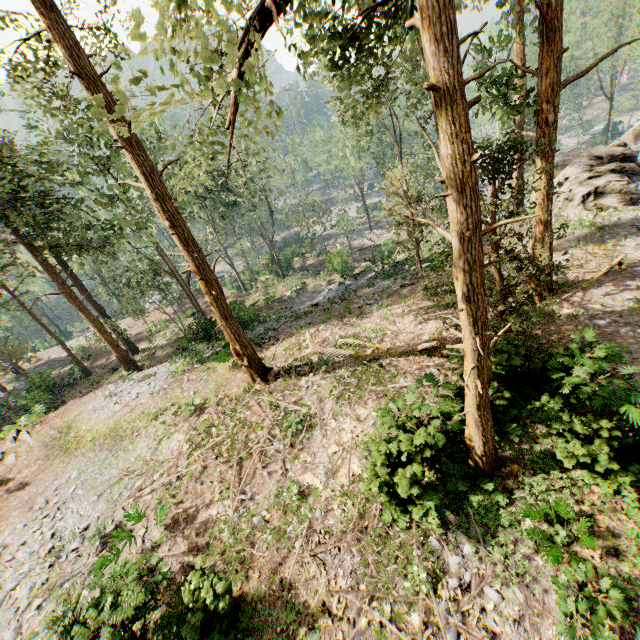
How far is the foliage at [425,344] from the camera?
12.7 meters

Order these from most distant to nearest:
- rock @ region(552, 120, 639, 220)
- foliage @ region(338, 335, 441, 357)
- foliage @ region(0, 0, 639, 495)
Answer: rock @ region(552, 120, 639, 220)
foliage @ region(338, 335, 441, 357)
foliage @ region(0, 0, 639, 495)

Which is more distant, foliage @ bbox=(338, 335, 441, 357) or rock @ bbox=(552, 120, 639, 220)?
rock @ bbox=(552, 120, 639, 220)

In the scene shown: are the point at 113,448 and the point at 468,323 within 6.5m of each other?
no

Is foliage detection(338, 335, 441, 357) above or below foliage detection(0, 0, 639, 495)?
below

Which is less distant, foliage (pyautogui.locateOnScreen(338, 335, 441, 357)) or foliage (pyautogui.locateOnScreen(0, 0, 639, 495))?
foliage (pyautogui.locateOnScreen(0, 0, 639, 495))

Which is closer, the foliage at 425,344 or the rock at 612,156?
the foliage at 425,344
